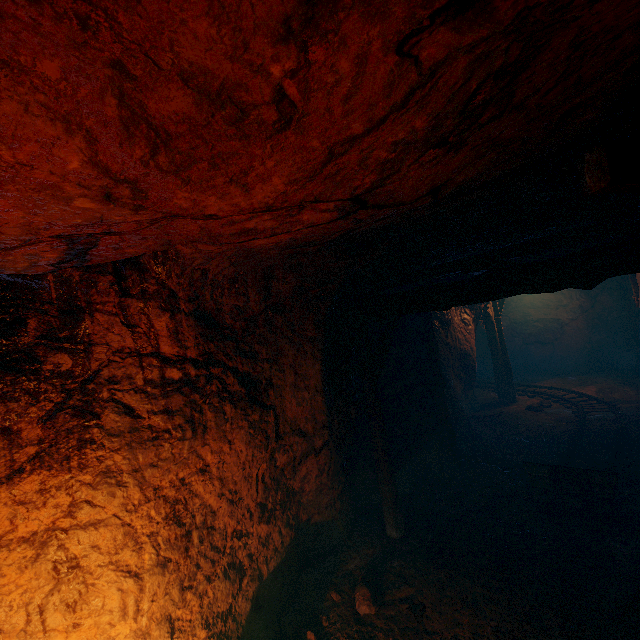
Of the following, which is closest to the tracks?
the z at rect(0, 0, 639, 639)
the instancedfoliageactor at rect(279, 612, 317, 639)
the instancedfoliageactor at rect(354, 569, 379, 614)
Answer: the z at rect(0, 0, 639, 639)

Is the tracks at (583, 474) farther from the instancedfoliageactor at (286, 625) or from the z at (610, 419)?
the instancedfoliageactor at (286, 625)

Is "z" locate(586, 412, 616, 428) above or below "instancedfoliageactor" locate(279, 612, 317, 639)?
above

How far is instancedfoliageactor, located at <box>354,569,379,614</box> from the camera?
4.14m

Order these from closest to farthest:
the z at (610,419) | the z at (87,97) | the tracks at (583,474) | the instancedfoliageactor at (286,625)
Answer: the z at (87,97) < the instancedfoliageactor at (286,625) < the tracks at (583,474) < the z at (610,419)

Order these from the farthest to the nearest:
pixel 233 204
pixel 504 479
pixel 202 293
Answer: pixel 504 479 → pixel 202 293 → pixel 233 204

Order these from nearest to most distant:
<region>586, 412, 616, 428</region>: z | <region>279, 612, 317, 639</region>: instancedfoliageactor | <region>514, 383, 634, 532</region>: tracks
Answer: Result: <region>279, 612, 317, 639</region>: instancedfoliageactor, <region>514, 383, 634, 532</region>: tracks, <region>586, 412, 616, 428</region>: z

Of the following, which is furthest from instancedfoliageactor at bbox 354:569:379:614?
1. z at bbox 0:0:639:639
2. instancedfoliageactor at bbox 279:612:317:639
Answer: instancedfoliageactor at bbox 279:612:317:639
